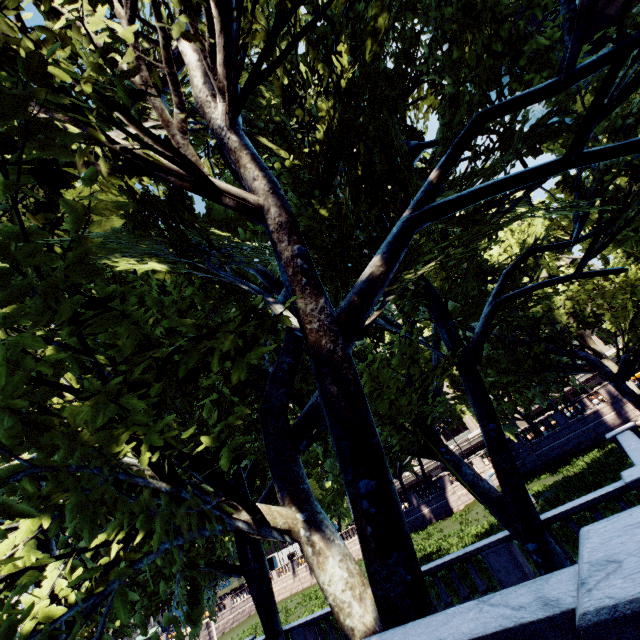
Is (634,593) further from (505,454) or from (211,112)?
(505,454)
